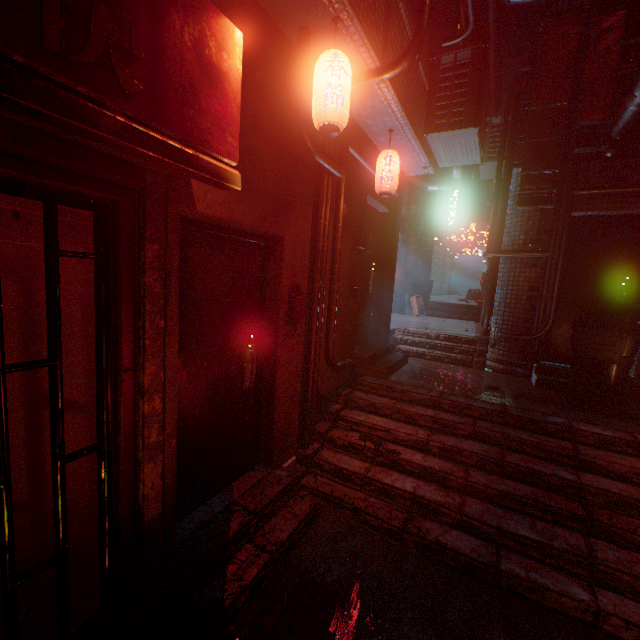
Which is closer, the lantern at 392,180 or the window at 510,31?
the lantern at 392,180

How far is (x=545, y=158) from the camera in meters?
4.1 m

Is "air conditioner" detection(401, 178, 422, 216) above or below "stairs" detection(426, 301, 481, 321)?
above

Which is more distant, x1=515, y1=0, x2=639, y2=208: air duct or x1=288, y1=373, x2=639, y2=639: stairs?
x1=515, y1=0, x2=639, y2=208: air duct

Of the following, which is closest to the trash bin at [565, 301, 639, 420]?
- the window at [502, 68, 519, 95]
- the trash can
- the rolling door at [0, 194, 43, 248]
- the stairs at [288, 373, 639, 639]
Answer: the stairs at [288, 373, 639, 639]

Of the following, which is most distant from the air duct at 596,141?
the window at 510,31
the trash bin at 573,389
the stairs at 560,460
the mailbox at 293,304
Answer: the window at 510,31

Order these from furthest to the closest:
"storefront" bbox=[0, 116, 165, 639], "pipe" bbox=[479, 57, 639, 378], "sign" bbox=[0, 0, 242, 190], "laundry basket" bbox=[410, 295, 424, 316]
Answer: "laundry basket" bbox=[410, 295, 424, 316] → "pipe" bbox=[479, 57, 639, 378] → "storefront" bbox=[0, 116, 165, 639] → "sign" bbox=[0, 0, 242, 190]

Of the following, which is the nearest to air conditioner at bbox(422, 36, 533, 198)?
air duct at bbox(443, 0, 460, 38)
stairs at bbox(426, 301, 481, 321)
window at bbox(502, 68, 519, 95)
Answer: air duct at bbox(443, 0, 460, 38)
